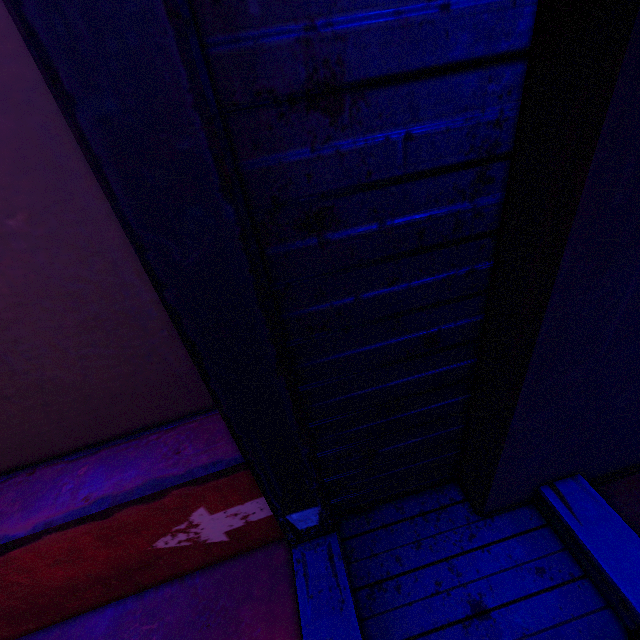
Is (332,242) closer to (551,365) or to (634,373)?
(551,365)
